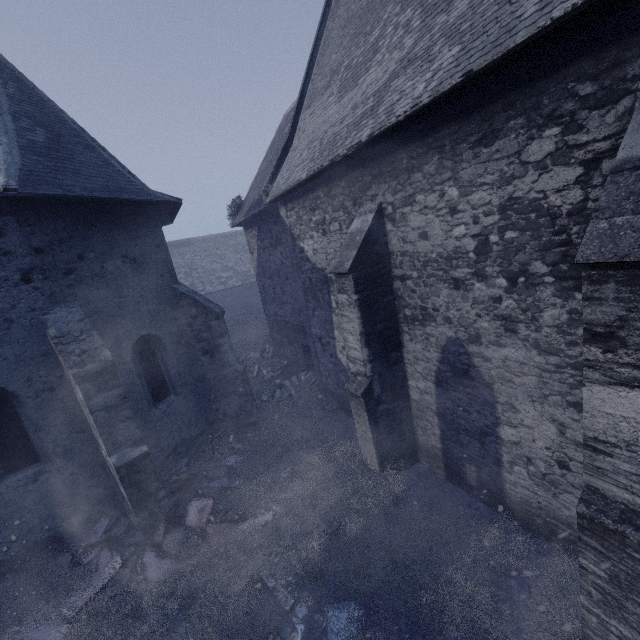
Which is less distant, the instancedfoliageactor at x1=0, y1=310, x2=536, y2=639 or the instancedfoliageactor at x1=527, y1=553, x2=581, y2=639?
the instancedfoliageactor at x1=527, y1=553, x2=581, y2=639

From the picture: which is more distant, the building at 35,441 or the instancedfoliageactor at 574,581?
the instancedfoliageactor at 574,581

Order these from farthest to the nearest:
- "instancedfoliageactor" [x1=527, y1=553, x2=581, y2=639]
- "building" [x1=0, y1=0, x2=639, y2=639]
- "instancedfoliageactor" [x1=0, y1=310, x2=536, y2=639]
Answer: "instancedfoliageactor" [x1=0, y1=310, x2=536, y2=639], "instancedfoliageactor" [x1=527, y1=553, x2=581, y2=639], "building" [x1=0, y1=0, x2=639, y2=639]

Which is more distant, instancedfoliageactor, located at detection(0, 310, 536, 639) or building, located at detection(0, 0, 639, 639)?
instancedfoliageactor, located at detection(0, 310, 536, 639)

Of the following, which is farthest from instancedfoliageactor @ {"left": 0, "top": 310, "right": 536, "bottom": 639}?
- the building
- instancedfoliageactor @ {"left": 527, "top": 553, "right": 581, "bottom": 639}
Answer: instancedfoliageactor @ {"left": 527, "top": 553, "right": 581, "bottom": 639}

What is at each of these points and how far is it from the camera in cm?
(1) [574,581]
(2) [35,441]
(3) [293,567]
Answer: (1) instancedfoliageactor, 434
(2) building, 651
(3) instancedfoliageactor, 540

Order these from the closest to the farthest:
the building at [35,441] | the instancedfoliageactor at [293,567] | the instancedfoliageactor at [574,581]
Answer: the building at [35,441] → the instancedfoliageactor at [574,581] → the instancedfoliageactor at [293,567]
